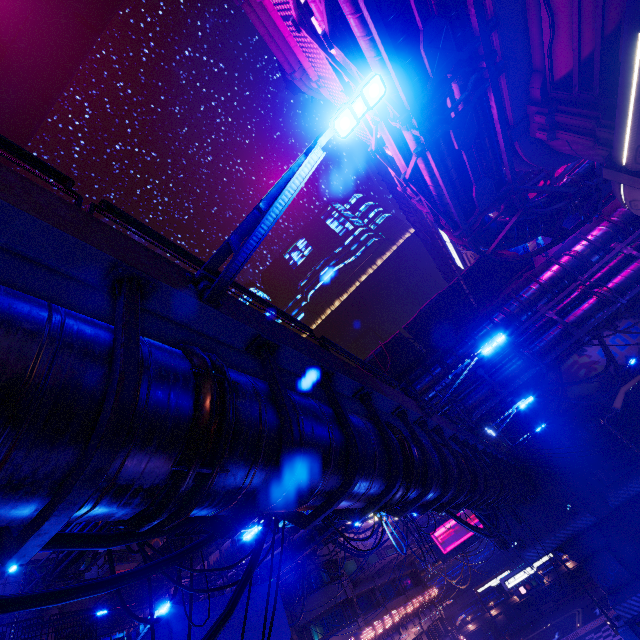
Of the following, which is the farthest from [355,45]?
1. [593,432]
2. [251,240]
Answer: [593,432]

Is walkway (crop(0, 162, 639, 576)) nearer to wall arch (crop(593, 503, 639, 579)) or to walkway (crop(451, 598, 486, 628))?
wall arch (crop(593, 503, 639, 579))

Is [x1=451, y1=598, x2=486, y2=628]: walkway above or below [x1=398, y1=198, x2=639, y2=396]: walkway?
below

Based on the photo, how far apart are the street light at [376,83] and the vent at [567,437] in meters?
30.3

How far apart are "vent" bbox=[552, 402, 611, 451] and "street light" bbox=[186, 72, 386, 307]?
30.26m

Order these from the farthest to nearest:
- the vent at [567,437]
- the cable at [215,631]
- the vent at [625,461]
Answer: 1. the vent at [567,437]
2. the vent at [625,461]
3. the cable at [215,631]

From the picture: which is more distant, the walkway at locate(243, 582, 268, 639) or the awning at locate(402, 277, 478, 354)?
the awning at locate(402, 277, 478, 354)

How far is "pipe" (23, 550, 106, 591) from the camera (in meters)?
23.84
